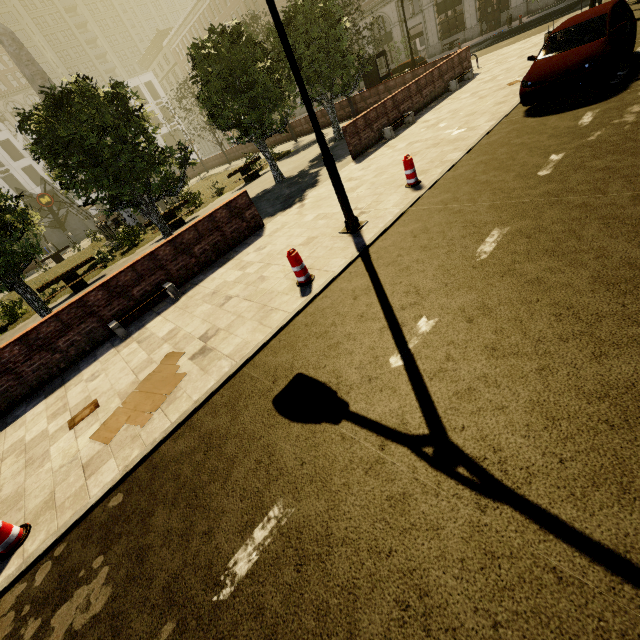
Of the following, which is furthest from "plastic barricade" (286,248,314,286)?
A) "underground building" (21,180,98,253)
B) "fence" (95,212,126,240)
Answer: "underground building" (21,180,98,253)

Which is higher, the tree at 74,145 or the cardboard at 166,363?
the tree at 74,145

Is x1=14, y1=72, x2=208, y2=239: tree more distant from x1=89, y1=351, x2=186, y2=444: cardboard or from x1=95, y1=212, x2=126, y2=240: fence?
x1=89, y1=351, x2=186, y2=444: cardboard

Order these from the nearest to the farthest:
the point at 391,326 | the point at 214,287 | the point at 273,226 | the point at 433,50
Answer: the point at 391,326 < the point at 214,287 < the point at 273,226 < the point at 433,50

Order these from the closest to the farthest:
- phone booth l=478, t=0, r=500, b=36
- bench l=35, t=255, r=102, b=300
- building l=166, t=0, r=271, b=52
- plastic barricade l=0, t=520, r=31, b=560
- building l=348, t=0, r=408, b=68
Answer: plastic barricade l=0, t=520, r=31, b=560, bench l=35, t=255, r=102, b=300, phone booth l=478, t=0, r=500, b=36, building l=348, t=0, r=408, b=68, building l=166, t=0, r=271, b=52

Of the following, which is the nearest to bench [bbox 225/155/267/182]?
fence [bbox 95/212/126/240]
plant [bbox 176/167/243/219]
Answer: plant [bbox 176/167/243/219]

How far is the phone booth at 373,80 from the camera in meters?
20.0

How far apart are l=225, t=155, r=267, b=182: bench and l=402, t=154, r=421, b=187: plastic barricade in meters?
13.3
